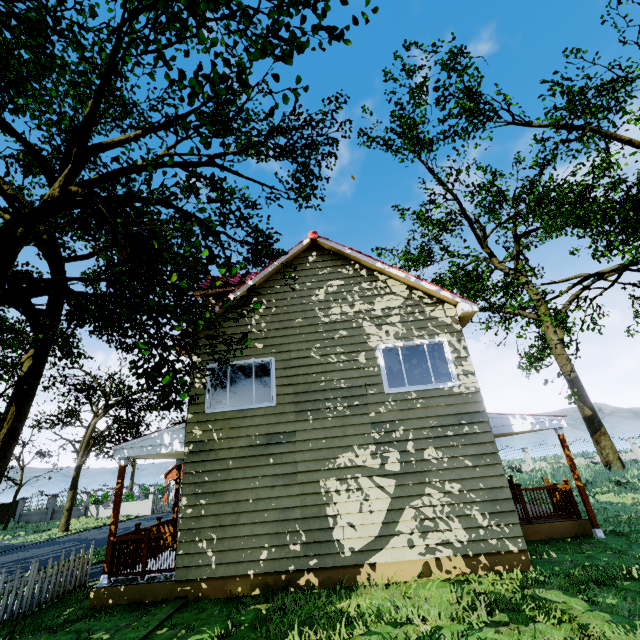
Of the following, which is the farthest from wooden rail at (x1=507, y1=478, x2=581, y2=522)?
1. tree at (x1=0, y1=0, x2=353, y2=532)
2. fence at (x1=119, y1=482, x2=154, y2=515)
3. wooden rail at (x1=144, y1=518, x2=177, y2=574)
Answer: fence at (x1=119, y1=482, x2=154, y2=515)

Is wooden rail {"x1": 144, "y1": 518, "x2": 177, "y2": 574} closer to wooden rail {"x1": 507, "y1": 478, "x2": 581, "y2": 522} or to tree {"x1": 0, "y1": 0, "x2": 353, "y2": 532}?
tree {"x1": 0, "y1": 0, "x2": 353, "y2": 532}

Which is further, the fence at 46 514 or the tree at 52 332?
the fence at 46 514

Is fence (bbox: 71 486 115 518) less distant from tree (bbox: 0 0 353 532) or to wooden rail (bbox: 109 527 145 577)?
tree (bbox: 0 0 353 532)

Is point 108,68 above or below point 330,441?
above

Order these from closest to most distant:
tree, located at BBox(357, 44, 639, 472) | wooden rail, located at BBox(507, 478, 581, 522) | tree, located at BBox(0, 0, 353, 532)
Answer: tree, located at BBox(0, 0, 353, 532)
wooden rail, located at BBox(507, 478, 581, 522)
tree, located at BBox(357, 44, 639, 472)

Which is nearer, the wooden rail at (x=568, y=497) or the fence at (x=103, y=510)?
the wooden rail at (x=568, y=497)
